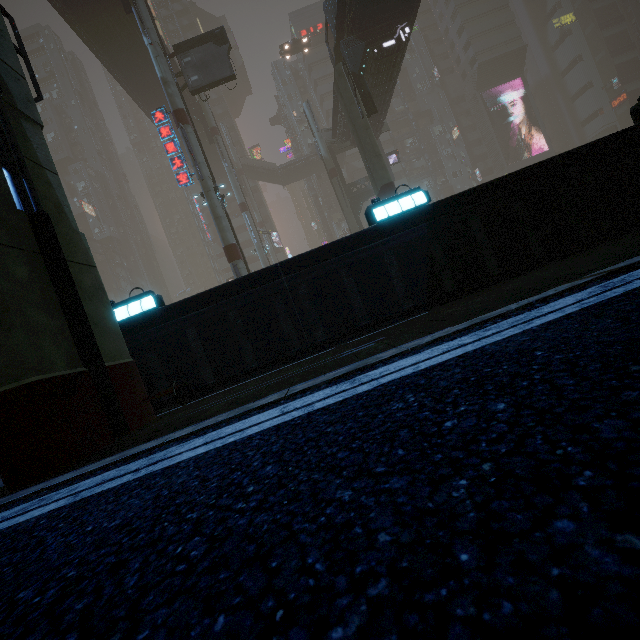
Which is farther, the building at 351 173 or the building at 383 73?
the building at 351 173

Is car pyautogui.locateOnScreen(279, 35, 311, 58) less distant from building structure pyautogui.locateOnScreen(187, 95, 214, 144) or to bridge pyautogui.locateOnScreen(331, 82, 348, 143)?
building structure pyautogui.locateOnScreen(187, 95, 214, 144)

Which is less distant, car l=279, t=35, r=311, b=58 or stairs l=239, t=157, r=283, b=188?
car l=279, t=35, r=311, b=58

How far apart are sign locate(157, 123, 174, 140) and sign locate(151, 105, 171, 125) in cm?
23

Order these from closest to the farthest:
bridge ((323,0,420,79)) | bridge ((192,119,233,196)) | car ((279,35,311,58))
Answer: bridge ((323,0,420,79)), bridge ((192,119,233,196)), car ((279,35,311,58))

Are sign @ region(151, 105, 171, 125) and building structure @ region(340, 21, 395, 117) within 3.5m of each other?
no

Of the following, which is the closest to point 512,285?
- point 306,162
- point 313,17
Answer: point 306,162

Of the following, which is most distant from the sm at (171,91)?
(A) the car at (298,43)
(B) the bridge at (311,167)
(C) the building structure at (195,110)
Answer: (B) the bridge at (311,167)
